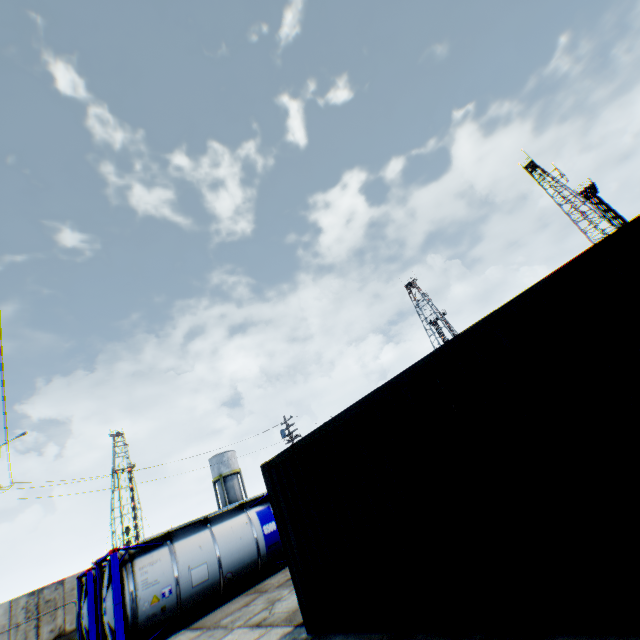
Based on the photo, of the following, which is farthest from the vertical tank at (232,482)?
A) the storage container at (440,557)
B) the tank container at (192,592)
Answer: the storage container at (440,557)

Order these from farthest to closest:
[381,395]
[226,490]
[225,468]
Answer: [225,468] < [226,490] < [381,395]

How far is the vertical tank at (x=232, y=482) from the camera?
46.4 meters

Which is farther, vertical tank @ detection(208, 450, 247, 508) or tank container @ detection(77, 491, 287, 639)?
vertical tank @ detection(208, 450, 247, 508)

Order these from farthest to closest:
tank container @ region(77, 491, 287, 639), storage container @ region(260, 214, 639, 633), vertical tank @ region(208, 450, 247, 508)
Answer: vertical tank @ region(208, 450, 247, 508), tank container @ region(77, 491, 287, 639), storage container @ region(260, 214, 639, 633)

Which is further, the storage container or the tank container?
the tank container

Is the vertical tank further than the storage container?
Yes

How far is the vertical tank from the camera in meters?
46.4 m
